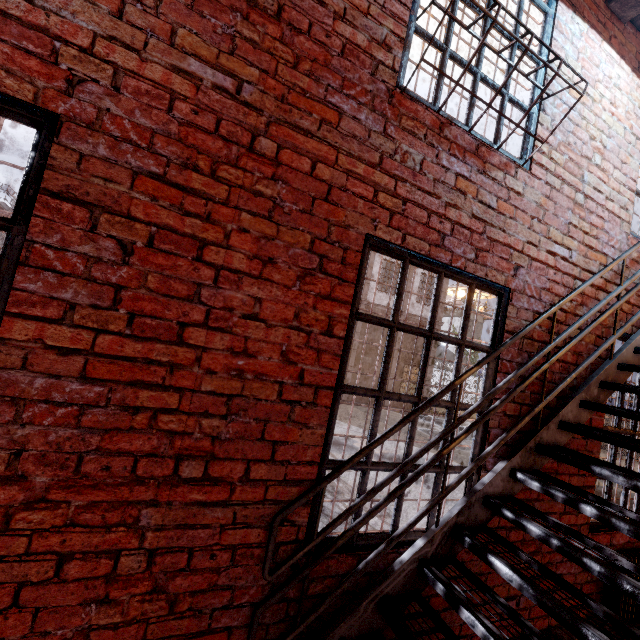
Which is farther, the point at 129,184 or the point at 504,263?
the point at 504,263

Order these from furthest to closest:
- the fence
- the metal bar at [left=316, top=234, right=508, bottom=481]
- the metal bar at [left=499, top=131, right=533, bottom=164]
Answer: the fence, the metal bar at [left=499, top=131, right=533, bottom=164], the metal bar at [left=316, top=234, right=508, bottom=481]

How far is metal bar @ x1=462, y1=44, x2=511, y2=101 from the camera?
2.43m

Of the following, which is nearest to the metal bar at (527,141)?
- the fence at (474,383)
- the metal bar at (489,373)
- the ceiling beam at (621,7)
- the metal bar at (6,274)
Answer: the ceiling beam at (621,7)

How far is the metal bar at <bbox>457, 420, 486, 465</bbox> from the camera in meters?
2.5 m

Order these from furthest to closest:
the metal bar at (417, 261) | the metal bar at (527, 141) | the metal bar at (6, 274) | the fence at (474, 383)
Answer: the fence at (474, 383) < the metal bar at (527, 141) < the metal bar at (417, 261) < the metal bar at (6, 274)

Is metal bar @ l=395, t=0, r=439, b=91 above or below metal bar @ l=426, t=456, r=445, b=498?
above
